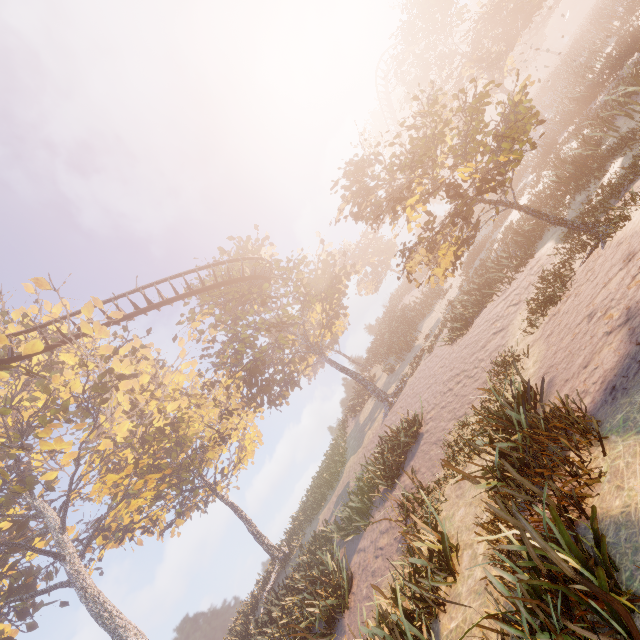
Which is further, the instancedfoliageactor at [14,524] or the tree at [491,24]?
the tree at [491,24]

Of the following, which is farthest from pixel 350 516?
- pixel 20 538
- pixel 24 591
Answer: pixel 24 591

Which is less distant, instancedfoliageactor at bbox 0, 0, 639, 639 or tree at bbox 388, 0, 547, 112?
instancedfoliageactor at bbox 0, 0, 639, 639
